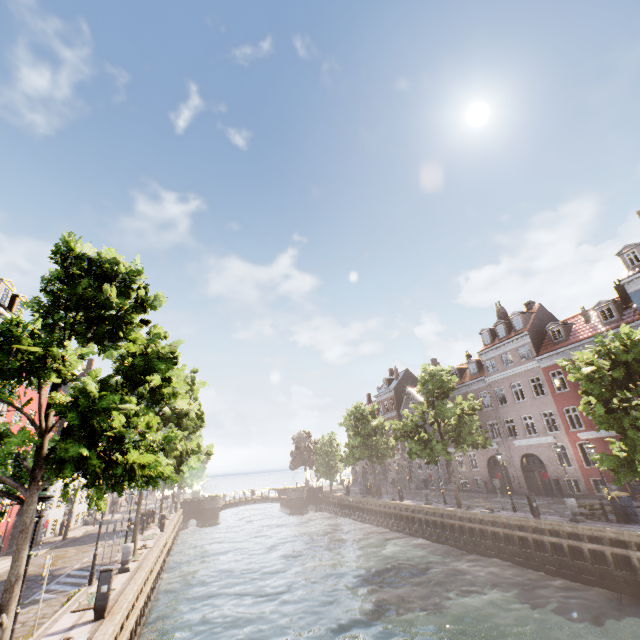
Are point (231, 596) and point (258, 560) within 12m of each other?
yes

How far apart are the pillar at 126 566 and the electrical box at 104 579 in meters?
5.7

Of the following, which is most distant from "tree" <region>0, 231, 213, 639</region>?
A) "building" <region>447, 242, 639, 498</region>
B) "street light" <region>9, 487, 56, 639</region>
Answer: "building" <region>447, 242, 639, 498</region>

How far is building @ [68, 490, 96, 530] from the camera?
31.9m

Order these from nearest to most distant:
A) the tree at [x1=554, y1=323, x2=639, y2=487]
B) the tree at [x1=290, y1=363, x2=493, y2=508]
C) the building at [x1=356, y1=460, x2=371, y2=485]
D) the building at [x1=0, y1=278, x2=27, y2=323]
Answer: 1. the tree at [x1=554, y1=323, x2=639, y2=487]
2. the building at [x1=0, y1=278, x2=27, y2=323]
3. the tree at [x1=290, y1=363, x2=493, y2=508]
4. the building at [x1=356, y1=460, x2=371, y2=485]

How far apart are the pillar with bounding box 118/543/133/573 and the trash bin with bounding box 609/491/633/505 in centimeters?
2396cm

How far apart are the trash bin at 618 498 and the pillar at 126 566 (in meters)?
23.96

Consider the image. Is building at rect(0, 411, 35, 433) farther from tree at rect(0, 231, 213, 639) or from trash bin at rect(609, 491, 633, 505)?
trash bin at rect(609, 491, 633, 505)
